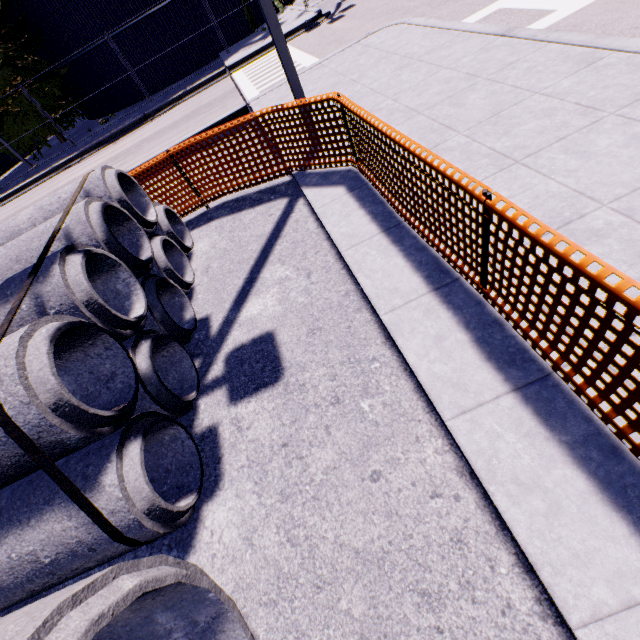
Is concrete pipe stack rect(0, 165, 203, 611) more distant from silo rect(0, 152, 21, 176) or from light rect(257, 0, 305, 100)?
light rect(257, 0, 305, 100)

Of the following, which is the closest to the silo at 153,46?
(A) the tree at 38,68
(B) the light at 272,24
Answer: (A) the tree at 38,68

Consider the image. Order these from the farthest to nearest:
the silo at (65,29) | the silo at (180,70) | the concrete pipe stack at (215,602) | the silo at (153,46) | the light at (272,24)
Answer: the silo at (180,70) → the silo at (153,46) → the silo at (65,29) → the light at (272,24) → the concrete pipe stack at (215,602)

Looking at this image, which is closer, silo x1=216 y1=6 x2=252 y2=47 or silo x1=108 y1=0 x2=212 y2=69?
silo x1=108 y1=0 x2=212 y2=69

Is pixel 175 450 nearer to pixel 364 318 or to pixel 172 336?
pixel 172 336

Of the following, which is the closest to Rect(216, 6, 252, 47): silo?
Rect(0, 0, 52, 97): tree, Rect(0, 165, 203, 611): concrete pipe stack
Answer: Rect(0, 0, 52, 97): tree

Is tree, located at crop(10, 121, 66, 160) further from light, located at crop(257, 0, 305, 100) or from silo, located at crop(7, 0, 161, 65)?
light, located at crop(257, 0, 305, 100)
